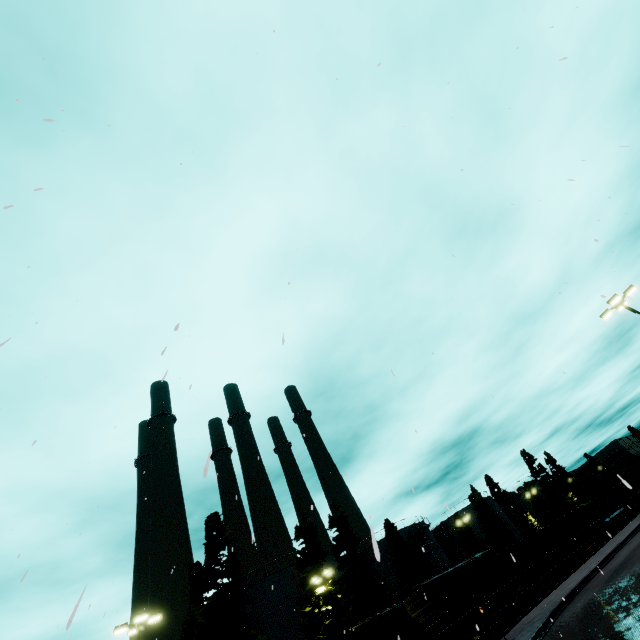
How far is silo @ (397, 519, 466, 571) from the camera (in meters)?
47.84

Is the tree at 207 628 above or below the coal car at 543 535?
above

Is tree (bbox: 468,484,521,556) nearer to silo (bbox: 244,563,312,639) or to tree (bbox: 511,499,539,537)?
silo (bbox: 244,563,312,639)

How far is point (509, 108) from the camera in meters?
7.6 m

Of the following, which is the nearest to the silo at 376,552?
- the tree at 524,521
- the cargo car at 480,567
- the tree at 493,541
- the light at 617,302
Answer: the tree at 493,541

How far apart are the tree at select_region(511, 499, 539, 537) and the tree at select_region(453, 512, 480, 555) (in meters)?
12.74

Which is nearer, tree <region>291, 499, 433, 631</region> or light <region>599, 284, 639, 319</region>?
light <region>599, 284, 639, 319</region>

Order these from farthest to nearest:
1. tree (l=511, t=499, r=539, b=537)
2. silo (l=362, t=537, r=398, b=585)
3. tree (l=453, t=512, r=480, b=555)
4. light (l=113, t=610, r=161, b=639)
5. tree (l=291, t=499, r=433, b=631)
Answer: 1. tree (l=511, t=499, r=539, b=537)
2. tree (l=453, t=512, r=480, b=555)
3. tree (l=291, t=499, r=433, b=631)
4. light (l=113, t=610, r=161, b=639)
5. silo (l=362, t=537, r=398, b=585)
